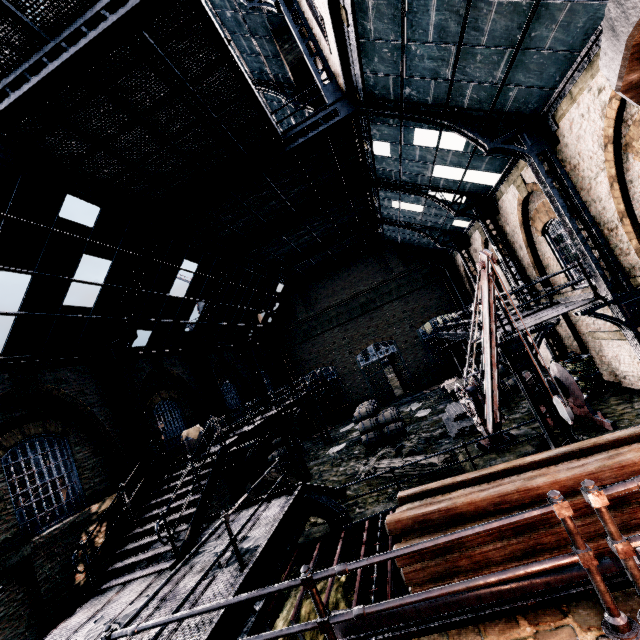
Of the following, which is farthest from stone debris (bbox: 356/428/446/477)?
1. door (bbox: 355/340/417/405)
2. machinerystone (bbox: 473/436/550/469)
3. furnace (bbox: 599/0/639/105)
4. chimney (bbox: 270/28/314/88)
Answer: chimney (bbox: 270/28/314/88)

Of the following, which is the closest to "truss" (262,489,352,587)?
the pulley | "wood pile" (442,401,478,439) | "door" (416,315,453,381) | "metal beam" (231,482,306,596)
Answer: "metal beam" (231,482,306,596)

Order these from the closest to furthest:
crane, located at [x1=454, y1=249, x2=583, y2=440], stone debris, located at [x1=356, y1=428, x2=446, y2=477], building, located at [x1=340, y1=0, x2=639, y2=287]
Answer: crane, located at [x1=454, y1=249, x2=583, y2=440]
building, located at [x1=340, y1=0, x2=639, y2=287]
stone debris, located at [x1=356, y1=428, x2=446, y2=477]

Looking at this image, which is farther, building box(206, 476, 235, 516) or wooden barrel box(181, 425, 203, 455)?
building box(206, 476, 235, 516)

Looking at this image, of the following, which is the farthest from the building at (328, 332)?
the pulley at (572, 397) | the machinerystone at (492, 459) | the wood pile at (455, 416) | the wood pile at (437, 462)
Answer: the wood pile at (437, 462)

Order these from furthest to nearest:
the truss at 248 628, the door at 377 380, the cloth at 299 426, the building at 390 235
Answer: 1. the door at 377 380
2. the cloth at 299 426
3. the building at 390 235
4. the truss at 248 628

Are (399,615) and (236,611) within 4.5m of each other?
yes

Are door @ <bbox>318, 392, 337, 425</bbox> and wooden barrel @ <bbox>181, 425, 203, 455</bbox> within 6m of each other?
no
